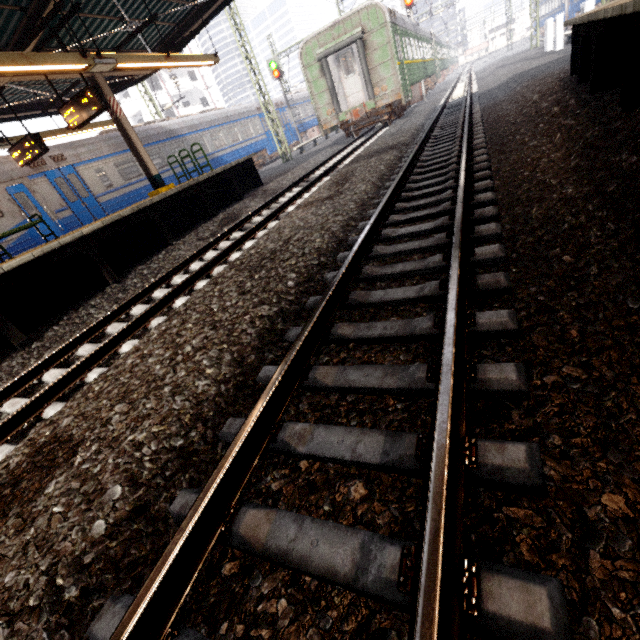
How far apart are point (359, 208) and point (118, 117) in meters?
9.9

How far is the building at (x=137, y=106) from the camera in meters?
39.1

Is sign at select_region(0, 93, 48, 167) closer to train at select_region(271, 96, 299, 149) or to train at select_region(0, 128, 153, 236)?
train at select_region(0, 128, 153, 236)

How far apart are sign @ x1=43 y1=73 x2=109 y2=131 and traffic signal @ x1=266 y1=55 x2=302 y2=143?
18.62m

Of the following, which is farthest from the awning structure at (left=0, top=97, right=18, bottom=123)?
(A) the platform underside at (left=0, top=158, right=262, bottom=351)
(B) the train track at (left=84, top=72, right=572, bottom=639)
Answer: (B) the train track at (left=84, top=72, right=572, bottom=639)

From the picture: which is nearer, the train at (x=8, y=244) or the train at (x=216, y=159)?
Result: the train at (x=8, y=244)

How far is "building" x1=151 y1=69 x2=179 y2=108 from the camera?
38.7m

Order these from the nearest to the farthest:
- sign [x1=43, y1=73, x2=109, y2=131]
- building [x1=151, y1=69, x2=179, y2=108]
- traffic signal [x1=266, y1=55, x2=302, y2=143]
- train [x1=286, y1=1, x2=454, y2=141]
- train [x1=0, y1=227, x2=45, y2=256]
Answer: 1. sign [x1=43, y1=73, x2=109, y2=131]
2. train [x1=0, y1=227, x2=45, y2=256]
3. train [x1=286, y1=1, x2=454, y2=141]
4. traffic signal [x1=266, y1=55, x2=302, y2=143]
5. building [x1=151, y1=69, x2=179, y2=108]
